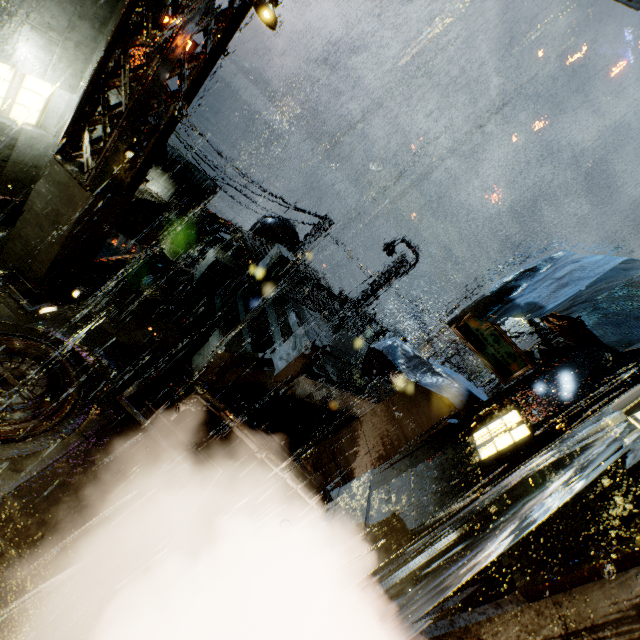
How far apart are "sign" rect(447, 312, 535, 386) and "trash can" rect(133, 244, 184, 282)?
8.7m

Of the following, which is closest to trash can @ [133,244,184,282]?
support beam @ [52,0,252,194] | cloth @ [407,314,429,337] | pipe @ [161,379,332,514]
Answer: support beam @ [52,0,252,194]

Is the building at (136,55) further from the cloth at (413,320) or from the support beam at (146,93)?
the cloth at (413,320)

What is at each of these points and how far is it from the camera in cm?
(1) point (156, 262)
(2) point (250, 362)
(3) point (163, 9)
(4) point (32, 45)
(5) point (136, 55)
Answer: (1) trash can, 1006
(2) bridge, 1005
(3) building, 938
(4) building, 574
(5) building, 916

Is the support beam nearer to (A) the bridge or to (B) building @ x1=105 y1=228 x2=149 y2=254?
(B) building @ x1=105 y1=228 x2=149 y2=254

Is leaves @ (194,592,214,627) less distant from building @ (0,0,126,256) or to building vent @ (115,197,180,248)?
building @ (0,0,126,256)

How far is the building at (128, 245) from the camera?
10.89m

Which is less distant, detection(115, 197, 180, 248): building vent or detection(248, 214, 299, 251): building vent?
detection(248, 214, 299, 251): building vent
